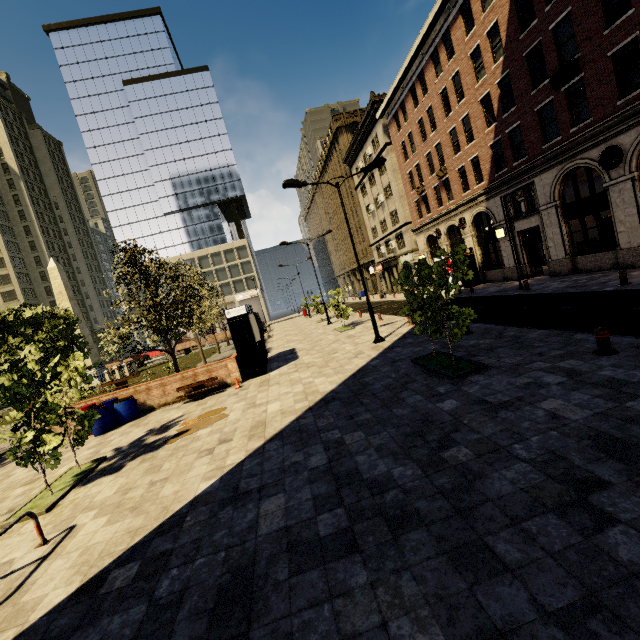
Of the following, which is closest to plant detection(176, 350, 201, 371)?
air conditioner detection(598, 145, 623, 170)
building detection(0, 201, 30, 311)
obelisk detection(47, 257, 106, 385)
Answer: obelisk detection(47, 257, 106, 385)

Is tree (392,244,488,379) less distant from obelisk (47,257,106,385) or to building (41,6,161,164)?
obelisk (47,257,106,385)

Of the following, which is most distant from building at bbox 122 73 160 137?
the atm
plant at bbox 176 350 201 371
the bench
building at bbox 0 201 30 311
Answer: plant at bbox 176 350 201 371

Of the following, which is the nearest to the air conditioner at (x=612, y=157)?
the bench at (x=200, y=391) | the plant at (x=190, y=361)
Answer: the bench at (x=200, y=391)

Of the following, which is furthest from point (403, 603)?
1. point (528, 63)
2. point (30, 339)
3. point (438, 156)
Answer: point (438, 156)

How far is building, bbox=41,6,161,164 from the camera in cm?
5847

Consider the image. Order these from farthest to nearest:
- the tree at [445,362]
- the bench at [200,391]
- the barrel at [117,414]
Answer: the bench at [200,391], the barrel at [117,414], the tree at [445,362]

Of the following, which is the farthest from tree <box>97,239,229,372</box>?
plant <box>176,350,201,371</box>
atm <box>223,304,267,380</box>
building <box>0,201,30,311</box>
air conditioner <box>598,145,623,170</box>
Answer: air conditioner <box>598,145,623,170</box>
